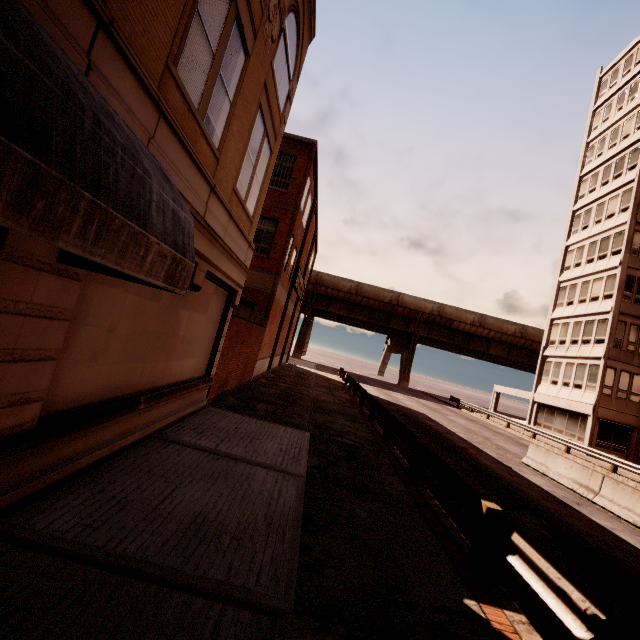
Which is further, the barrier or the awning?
the barrier

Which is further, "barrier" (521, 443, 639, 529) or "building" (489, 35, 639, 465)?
"building" (489, 35, 639, 465)

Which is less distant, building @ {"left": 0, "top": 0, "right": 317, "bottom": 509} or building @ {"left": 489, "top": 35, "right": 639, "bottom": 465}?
building @ {"left": 0, "top": 0, "right": 317, "bottom": 509}

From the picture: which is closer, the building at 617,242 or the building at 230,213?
the building at 230,213

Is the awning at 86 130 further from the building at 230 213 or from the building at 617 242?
the building at 617 242

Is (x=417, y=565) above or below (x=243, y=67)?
below

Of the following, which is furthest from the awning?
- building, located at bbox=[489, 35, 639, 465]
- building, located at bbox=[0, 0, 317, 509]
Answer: building, located at bbox=[489, 35, 639, 465]

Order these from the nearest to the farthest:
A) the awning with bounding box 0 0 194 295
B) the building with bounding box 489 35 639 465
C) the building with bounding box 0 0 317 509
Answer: the awning with bounding box 0 0 194 295 < the building with bounding box 0 0 317 509 < the building with bounding box 489 35 639 465
